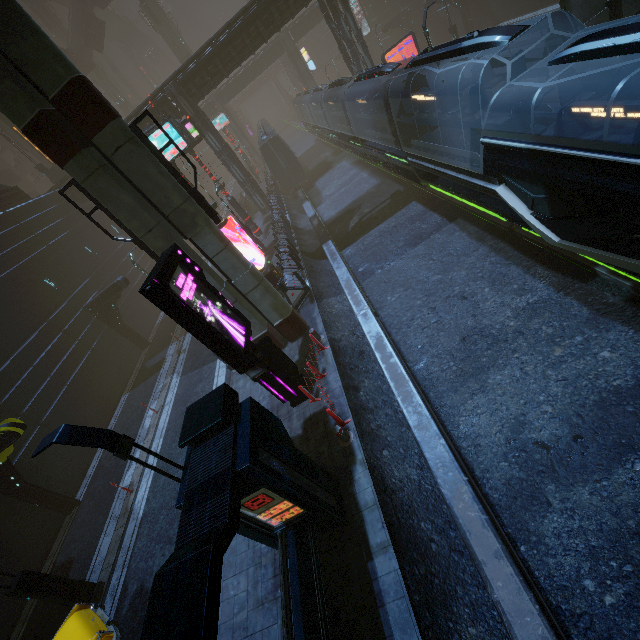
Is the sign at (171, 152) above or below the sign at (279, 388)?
above

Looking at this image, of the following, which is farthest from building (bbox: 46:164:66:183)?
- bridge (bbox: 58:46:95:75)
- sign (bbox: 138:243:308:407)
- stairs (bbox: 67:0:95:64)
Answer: stairs (bbox: 67:0:95:64)

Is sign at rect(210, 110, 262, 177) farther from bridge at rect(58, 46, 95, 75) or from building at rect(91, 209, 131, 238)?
bridge at rect(58, 46, 95, 75)

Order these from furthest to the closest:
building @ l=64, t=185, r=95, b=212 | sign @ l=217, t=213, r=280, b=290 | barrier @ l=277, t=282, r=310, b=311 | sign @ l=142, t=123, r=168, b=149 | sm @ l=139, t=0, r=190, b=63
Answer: sm @ l=139, t=0, r=190, b=63, building @ l=64, t=185, r=95, b=212, sign @ l=217, t=213, r=280, b=290, sign @ l=142, t=123, r=168, b=149, barrier @ l=277, t=282, r=310, b=311

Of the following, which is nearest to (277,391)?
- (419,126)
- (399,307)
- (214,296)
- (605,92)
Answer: (214,296)

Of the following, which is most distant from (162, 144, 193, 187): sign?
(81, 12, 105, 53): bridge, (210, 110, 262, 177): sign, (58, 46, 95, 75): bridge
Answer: (81, 12, 105, 53): bridge

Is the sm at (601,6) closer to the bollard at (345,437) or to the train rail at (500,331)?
the train rail at (500,331)

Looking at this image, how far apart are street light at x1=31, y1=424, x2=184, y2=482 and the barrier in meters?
9.3
